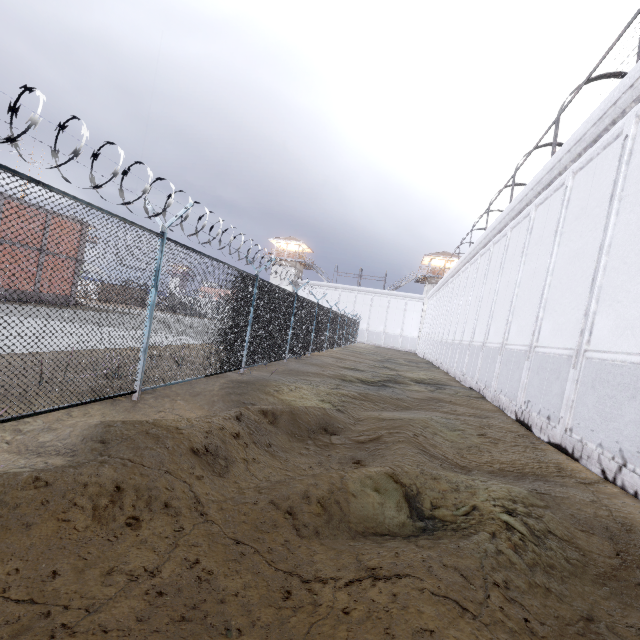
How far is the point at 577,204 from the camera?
8.88m
